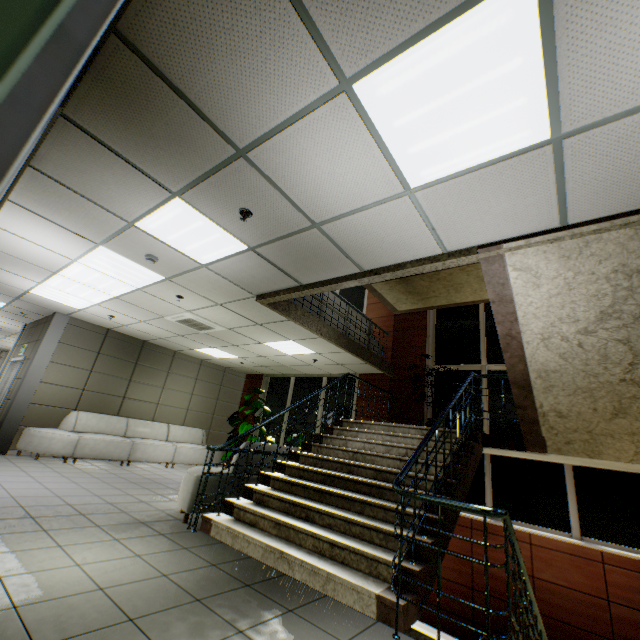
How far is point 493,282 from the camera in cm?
333

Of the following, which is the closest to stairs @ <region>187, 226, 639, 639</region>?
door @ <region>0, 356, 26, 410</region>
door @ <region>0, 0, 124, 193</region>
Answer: door @ <region>0, 0, 124, 193</region>

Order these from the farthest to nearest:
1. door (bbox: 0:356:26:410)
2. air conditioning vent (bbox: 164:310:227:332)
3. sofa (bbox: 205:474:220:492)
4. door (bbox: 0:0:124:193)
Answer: door (bbox: 0:356:26:410), air conditioning vent (bbox: 164:310:227:332), sofa (bbox: 205:474:220:492), door (bbox: 0:0:124:193)

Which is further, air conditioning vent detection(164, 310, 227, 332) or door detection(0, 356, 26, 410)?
door detection(0, 356, 26, 410)

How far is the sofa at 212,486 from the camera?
4.4m

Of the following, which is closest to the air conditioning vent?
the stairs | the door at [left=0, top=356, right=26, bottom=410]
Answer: the stairs

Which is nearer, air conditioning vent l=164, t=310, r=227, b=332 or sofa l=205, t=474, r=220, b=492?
sofa l=205, t=474, r=220, b=492

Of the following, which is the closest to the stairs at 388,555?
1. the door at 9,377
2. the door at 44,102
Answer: the door at 44,102
